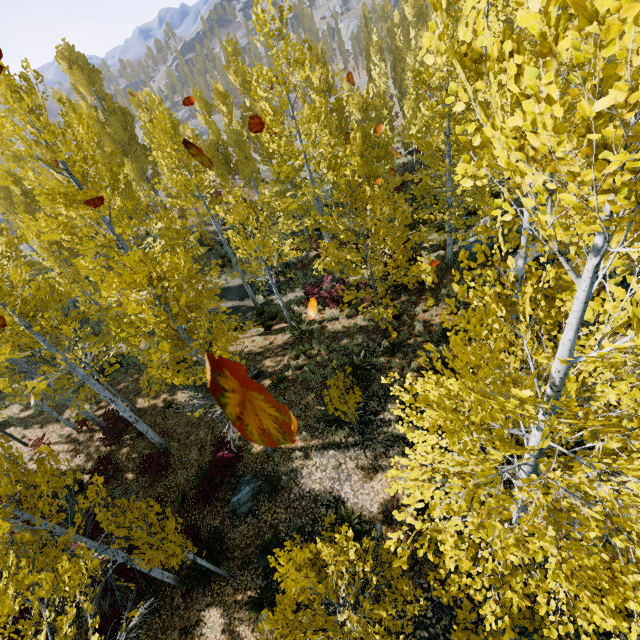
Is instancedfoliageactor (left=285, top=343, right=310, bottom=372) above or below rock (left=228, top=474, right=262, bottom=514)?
above

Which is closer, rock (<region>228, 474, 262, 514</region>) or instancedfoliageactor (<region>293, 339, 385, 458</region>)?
instancedfoliageactor (<region>293, 339, 385, 458</region>)

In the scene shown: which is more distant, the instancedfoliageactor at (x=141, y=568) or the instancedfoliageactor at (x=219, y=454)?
the instancedfoliageactor at (x=219, y=454)

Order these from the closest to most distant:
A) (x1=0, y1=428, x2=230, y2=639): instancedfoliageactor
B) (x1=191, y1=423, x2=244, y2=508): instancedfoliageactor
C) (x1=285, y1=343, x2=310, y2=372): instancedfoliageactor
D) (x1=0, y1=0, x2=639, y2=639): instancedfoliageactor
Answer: (x1=0, y1=0, x2=639, y2=639): instancedfoliageactor
(x1=0, y1=428, x2=230, y2=639): instancedfoliageactor
(x1=191, y1=423, x2=244, y2=508): instancedfoliageactor
(x1=285, y1=343, x2=310, y2=372): instancedfoliageactor

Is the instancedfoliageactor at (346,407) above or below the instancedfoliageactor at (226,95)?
below

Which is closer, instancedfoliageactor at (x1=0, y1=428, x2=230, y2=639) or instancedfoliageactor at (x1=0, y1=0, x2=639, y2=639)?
instancedfoliageactor at (x1=0, y1=0, x2=639, y2=639)

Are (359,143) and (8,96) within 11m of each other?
no
